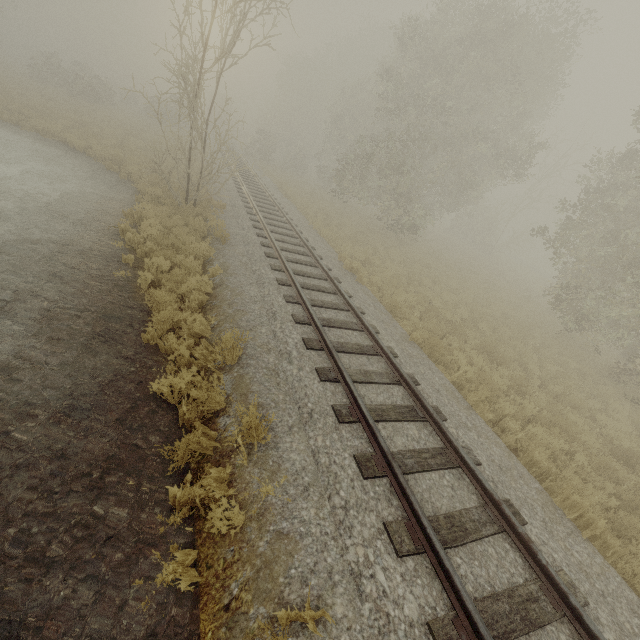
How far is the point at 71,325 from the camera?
6.2m
